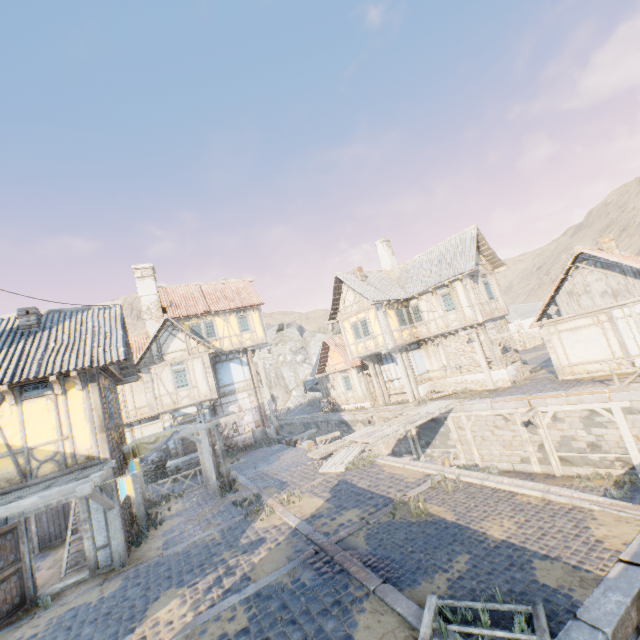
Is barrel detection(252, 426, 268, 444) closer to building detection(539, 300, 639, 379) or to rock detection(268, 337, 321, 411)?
rock detection(268, 337, 321, 411)

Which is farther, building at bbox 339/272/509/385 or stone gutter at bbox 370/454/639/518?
building at bbox 339/272/509/385

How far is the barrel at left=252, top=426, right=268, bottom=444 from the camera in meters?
21.8

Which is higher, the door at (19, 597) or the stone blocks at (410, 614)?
the door at (19, 597)

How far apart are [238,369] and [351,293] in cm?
1000

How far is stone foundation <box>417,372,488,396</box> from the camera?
19.8 meters

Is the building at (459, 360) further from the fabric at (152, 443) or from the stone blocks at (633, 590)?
the fabric at (152, 443)

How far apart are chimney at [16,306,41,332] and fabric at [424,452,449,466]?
14.2m
